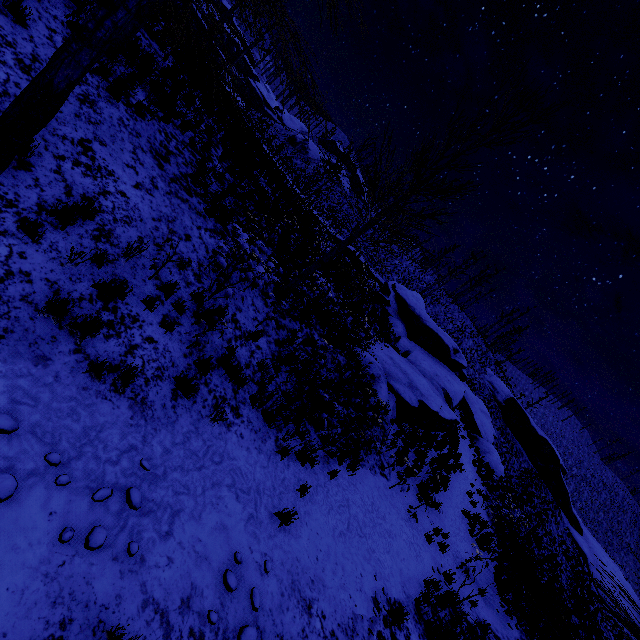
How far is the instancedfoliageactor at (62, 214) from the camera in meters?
4.7 m

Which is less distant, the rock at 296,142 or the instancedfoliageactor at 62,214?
the instancedfoliageactor at 62,214

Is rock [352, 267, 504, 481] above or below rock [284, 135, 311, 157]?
below

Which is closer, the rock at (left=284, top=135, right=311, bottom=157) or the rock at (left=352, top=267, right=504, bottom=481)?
the rock at (left=352, top=267, right=504, bottom=481)

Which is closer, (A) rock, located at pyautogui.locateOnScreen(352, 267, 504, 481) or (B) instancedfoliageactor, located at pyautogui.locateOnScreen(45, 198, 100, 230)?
(B) instancedfoliageactor, located at pyautogui.locateOnScreen(45, 198, 100, 230)

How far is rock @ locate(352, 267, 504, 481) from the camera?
14.4 meters

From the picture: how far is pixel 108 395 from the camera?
4.24m

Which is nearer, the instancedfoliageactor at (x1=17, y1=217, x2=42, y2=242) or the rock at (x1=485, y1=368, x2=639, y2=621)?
the instancedfoliageactor at (x1=17, y1=217, x2=42, y2=242)
